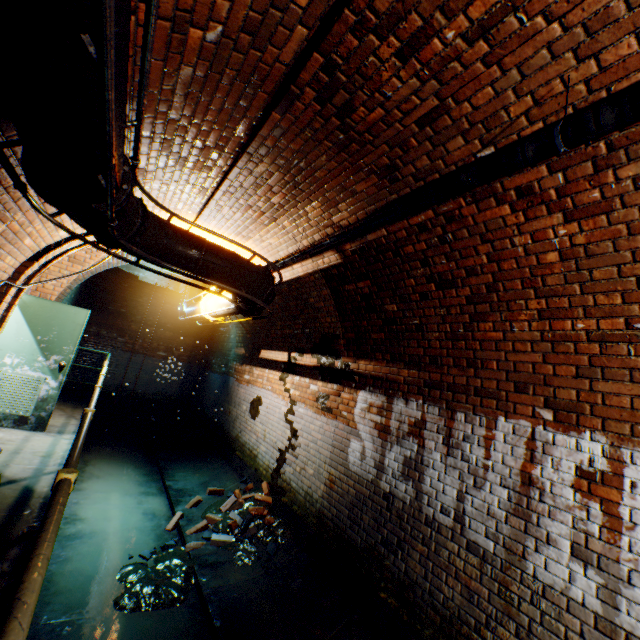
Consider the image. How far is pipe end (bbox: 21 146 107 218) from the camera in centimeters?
200cm

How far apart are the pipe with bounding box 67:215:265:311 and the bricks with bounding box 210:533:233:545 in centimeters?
329cm

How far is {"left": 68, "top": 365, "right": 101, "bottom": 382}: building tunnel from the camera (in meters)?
10.99

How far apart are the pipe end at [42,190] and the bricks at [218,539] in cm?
452

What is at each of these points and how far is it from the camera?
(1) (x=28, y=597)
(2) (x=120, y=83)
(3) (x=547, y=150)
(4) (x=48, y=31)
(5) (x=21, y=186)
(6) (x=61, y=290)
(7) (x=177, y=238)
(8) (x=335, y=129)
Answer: (1) walkway, 0.7m
(2) pipe, 1.3m
(3) pipe, 1.7m
(4) pipe, 0.9m
(5) pipe railing, 2.0m
(6) building tunnel, 5.9m
(7) pipe, 3.2m
(8) building tunnel, 2.5m

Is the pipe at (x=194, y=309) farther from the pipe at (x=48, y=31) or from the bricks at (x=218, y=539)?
the bricks at (x=218, y=539)

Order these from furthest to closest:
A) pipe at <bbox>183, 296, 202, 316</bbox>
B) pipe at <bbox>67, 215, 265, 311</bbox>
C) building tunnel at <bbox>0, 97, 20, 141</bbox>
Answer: pipe at <bbox>183, 296, 202, 316</bbox> → pipe at <bbox>67, 215, 265, 311</bbox> → building tunnel at <bbox>0, 97, 20, 141</bbox>

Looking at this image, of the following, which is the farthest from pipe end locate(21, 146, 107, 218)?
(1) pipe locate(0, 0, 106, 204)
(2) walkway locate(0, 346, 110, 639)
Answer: (2) walkway locate(0, 346, 110, 639)
